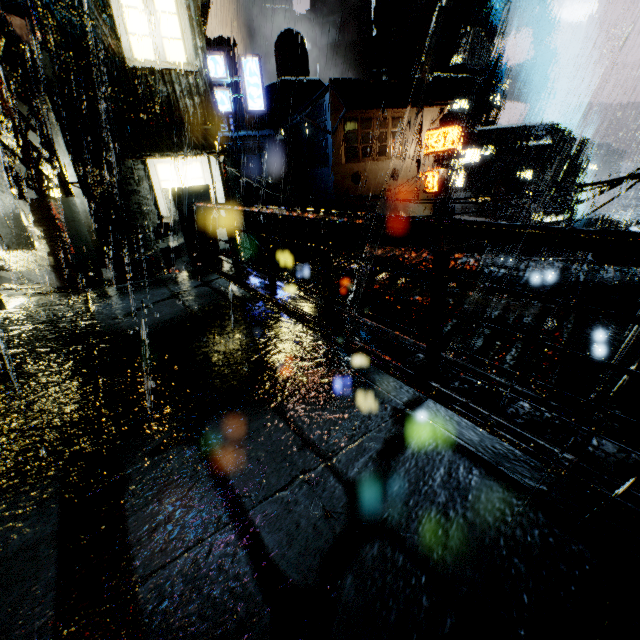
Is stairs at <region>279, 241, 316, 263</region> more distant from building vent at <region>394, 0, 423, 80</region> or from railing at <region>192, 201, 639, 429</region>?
building vent at <region>394, 0, 423, 80</region>

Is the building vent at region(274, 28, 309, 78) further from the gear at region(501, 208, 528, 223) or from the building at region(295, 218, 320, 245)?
the gear at region(501, 208, 528, 223)

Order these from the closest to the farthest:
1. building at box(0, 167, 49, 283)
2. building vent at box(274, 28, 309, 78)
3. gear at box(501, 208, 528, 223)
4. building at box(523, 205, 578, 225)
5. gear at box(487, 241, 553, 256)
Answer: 1. building at box(0, 167, 49, 283)
2. building vent at box(274, 28, 309, 78)
3. gear at box(501, 208, 528, 223)
4. gear at box(487, 241, 553, 256)
5. building at box(523, 205, 578, 225)

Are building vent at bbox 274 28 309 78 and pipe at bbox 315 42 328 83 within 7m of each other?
no

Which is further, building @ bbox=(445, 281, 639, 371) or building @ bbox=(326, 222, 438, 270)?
building @ bbox=(326, 222, 438, 270)

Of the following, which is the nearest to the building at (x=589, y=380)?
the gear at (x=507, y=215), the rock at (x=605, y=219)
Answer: the gear at (x=507, y=215)

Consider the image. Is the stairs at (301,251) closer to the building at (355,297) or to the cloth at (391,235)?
the building at (355,297)

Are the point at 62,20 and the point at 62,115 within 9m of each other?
yes
